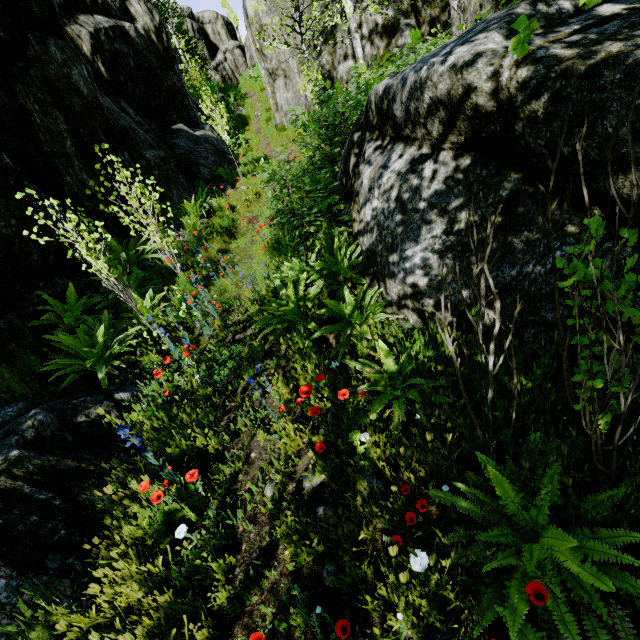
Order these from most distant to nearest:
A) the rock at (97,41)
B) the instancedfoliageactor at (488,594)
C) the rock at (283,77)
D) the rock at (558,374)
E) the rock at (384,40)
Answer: the rock at (283,77) → the rock at (384,40) → the rock at (97,41) → the rock at (558,374) → the instancedfoliageactor at (488,594)

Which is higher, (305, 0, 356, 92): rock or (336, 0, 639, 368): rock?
(305, 0, 356, 92): rock

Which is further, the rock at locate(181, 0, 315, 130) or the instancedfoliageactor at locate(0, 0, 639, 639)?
the rock at locate(181, 0, 315, 130)

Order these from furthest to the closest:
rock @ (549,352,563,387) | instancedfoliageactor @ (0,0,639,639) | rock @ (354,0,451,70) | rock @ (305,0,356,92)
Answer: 1. rock @ (305,0,356,92)
2. rock @ (354,0,451,70)
3. rock @ (549,352,563,387)
4. instancedfoliageactor @ (0,0,639,639)

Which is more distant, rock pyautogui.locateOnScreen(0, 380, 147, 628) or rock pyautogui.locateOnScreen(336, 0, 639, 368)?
rock pyautogui.locateOnScreen(0, 380, 147, 628)

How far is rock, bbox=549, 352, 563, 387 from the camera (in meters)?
1.98

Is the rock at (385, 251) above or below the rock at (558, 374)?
above

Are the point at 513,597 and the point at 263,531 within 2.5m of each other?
yes
